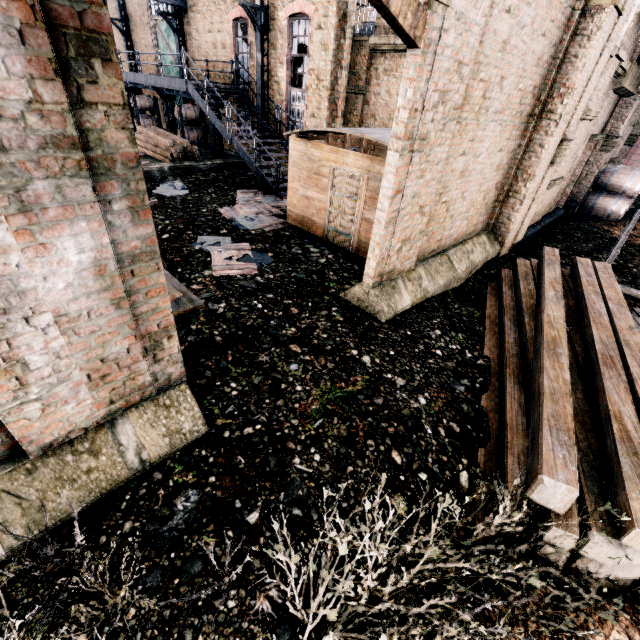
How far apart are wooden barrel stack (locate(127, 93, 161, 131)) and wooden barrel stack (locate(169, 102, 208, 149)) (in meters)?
4.53

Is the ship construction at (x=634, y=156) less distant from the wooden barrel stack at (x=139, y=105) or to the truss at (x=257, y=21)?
the truss at (x=257, y=21)

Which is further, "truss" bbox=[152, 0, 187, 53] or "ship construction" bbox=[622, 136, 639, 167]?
"ship construction" bbox=[622, 136, 639, 167]

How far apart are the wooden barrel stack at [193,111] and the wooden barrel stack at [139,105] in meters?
4.5

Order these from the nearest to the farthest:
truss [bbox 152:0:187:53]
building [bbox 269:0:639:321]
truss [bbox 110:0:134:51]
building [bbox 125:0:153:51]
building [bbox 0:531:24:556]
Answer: building [bbox 0:531:24:556]
building [bbox 269:0:639:321]
truss [bbox 152:0:187:53]
building [bbox 125:0:153:51]
truss [bbox 110:0:134:51]

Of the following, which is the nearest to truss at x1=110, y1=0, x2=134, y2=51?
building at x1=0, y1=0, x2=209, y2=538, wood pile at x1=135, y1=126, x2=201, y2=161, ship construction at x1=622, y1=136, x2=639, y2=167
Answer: building at x1=0, y1=0, x2=209, y2=538

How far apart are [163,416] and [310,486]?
2.16m

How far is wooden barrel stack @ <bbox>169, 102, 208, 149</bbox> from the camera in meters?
19.7 m
